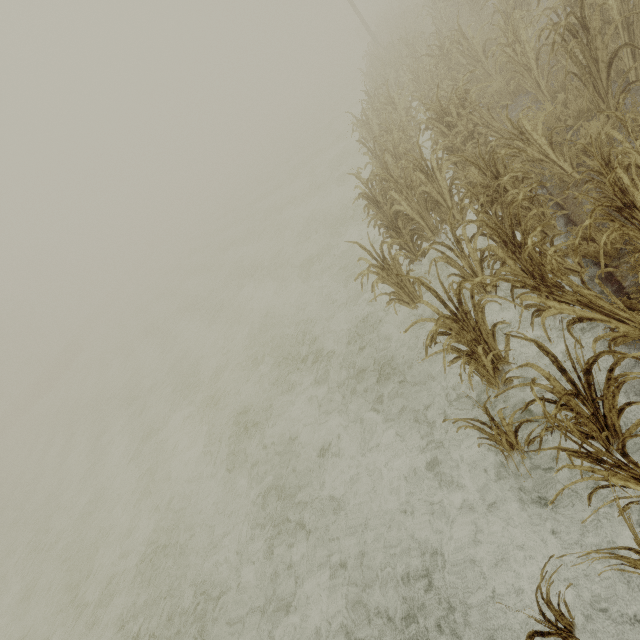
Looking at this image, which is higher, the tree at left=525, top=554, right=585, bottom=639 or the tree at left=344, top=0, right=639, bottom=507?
the tree at left=344, top=0, right=639, bottom=507

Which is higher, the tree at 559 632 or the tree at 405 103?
the tree at 405 103

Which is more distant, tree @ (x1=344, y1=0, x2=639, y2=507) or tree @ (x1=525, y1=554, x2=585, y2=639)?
tree @ (x1=344, y1=0, x2=639, y2=507)

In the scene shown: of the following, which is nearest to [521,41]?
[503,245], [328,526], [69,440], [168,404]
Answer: [503,245]

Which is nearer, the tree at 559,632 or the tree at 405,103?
the tree at 559,632
